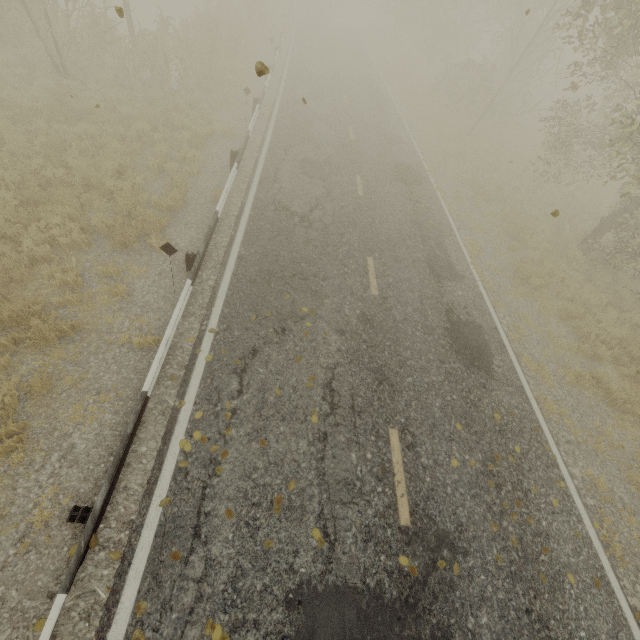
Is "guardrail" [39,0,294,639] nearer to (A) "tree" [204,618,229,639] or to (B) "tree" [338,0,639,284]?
(A) "tree" [204,618,229,639]

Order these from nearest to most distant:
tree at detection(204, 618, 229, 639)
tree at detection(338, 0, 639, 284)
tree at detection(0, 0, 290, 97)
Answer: tree at detection(204, 618, 229, 639) < tree at detection(338, 0, 639, 284) < tree at detection(0, 0, 290, 97)

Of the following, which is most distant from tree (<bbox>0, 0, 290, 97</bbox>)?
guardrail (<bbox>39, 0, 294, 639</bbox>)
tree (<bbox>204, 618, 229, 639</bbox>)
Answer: tree (<bbox>204, 618, 229, 639</bbox>)

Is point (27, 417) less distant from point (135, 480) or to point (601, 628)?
point (135, 480)

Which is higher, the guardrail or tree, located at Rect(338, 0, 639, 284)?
tree, located at Rect(338, 0, 639, 284)

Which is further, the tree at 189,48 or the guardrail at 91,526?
the tree at 189,48

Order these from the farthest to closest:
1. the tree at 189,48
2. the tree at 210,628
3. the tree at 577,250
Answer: the tree at 189,48
the tree at 577,250
the tree at 210,628
